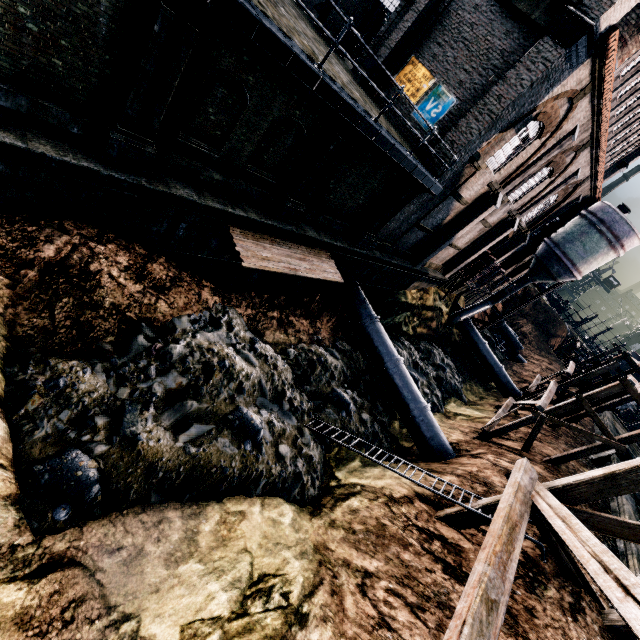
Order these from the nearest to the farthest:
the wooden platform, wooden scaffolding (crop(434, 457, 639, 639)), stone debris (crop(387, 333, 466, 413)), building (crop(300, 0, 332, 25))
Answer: wooden scaffolding (crop(434, 457, 639, 639)) < the wooden platform < building (crop(300, 0, 332, 25)) < stone debris (crop(387, 333, 466, 413))

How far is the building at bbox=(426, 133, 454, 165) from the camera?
14.9m

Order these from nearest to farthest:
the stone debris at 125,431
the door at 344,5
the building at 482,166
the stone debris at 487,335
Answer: the stone debris at 125,431 < the building at 482,166 < the door at 344,5 < the stone debris at 487,335

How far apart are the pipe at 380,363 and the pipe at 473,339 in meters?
18.4 m

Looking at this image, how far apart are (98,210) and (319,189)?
8.1 meters

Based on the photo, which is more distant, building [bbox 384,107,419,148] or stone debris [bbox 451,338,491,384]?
stone debris [bbox 451,338,491,384]

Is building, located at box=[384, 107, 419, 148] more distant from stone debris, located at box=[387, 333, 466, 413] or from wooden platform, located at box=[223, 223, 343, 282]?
stone debris, located at box=[387, 333, 466, 413]

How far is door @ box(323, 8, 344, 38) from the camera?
17.70m
